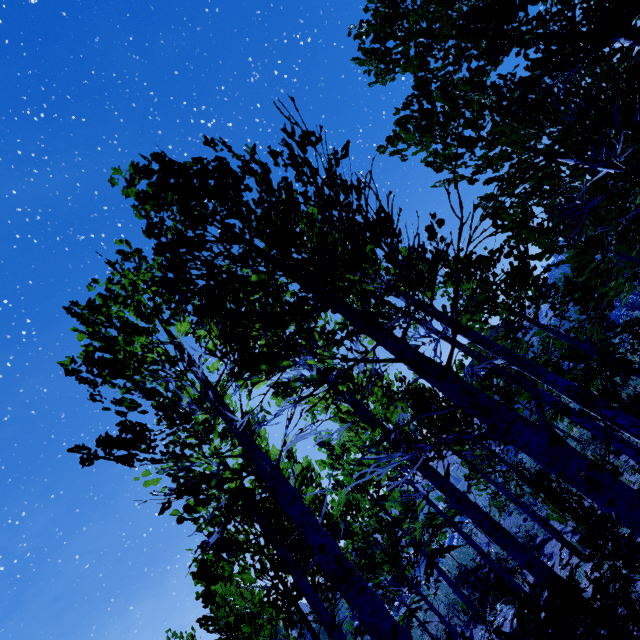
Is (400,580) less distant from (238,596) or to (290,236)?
(238,596)
